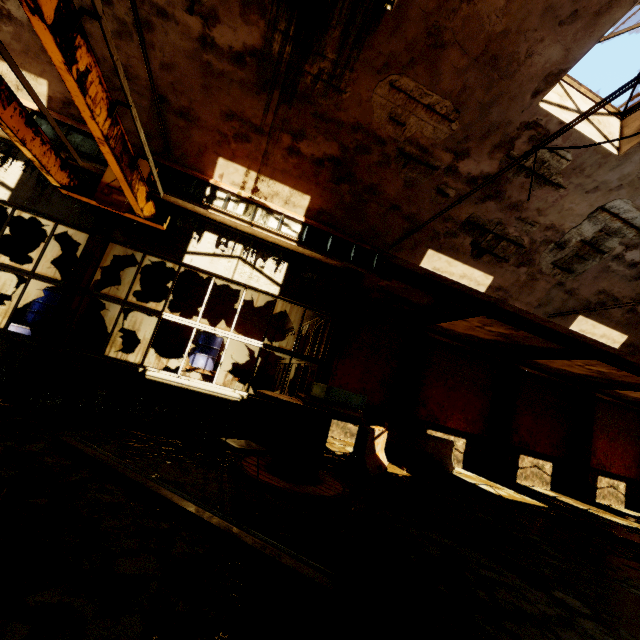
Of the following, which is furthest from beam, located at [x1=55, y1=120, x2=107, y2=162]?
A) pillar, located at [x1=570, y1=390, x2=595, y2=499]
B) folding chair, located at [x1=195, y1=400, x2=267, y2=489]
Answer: pillar, located at [x1=570, y1=390, x2=595, y2=499]

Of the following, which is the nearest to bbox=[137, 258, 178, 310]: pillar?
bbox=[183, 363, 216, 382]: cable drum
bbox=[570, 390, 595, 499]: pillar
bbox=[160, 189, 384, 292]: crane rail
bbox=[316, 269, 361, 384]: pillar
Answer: bbox=[183, 363, 216, 382]: cable drum

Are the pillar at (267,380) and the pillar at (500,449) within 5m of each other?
no

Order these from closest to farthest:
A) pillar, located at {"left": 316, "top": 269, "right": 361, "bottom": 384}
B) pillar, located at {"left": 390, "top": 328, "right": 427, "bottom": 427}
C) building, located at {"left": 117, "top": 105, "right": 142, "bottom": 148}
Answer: building, located at {"left": 117, "top": 105, "right": 142, "bottom": 148}
pillar, located at {"left": 316, "top": 269, "right": 361, "bottom": 384}
pillar, located at {"left": 390, "top": 328, "right": 427, "bottom": 427}

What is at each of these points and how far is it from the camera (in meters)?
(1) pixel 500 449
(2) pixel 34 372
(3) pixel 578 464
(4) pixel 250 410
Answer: (1) pillar, 13.82
(2) pillar, 5.35
(3) pillar, 15.05
(4) folding chair, 4.77

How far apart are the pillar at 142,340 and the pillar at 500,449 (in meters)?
14.24

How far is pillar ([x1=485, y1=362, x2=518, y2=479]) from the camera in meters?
13.7 m

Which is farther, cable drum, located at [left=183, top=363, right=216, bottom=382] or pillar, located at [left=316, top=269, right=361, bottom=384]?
cable drum, located at [left=183, top=363, right=216, bottom=382]
